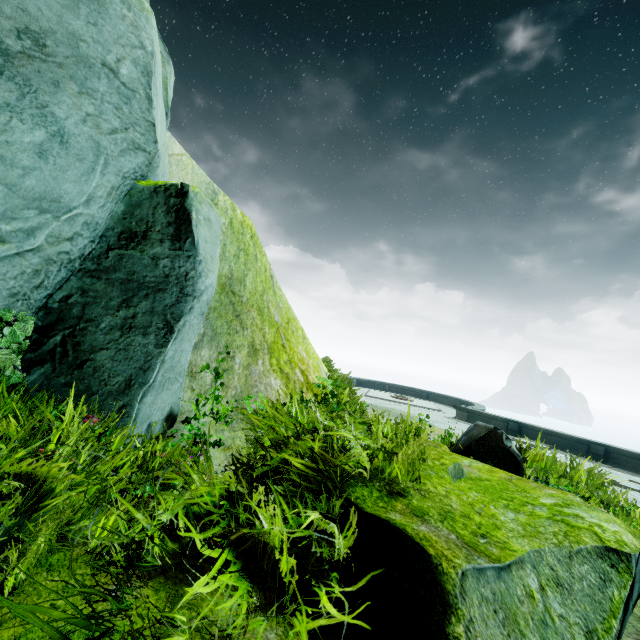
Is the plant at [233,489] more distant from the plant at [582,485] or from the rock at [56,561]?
the plant at [582,485]

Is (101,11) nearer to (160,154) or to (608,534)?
(160,154)

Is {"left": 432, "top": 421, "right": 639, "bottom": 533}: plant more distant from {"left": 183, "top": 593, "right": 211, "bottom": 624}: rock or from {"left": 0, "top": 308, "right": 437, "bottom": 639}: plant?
{"left": 0, "top": 308, "right": 437, "bottom": 639}: plant

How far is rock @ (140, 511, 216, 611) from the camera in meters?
1.6

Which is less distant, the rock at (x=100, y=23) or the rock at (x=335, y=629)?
the rock at (x=335, y=629)

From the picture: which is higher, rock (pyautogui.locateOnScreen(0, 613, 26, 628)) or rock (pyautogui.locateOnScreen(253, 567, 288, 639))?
rock (pyautogui.locateOnScreen(0, 613, 26, 628))

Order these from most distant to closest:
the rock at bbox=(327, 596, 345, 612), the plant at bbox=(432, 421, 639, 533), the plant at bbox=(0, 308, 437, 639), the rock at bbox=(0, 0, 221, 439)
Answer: the plant at bbox=(432, 421, 639, 533) → the rock at bbox=(0, 0, 221, 439) → the rock at bbox=(327, 596, 345, 612) → the plant at bbox=(0, 308, 437, 639)

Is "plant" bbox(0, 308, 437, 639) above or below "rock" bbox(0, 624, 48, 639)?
above
